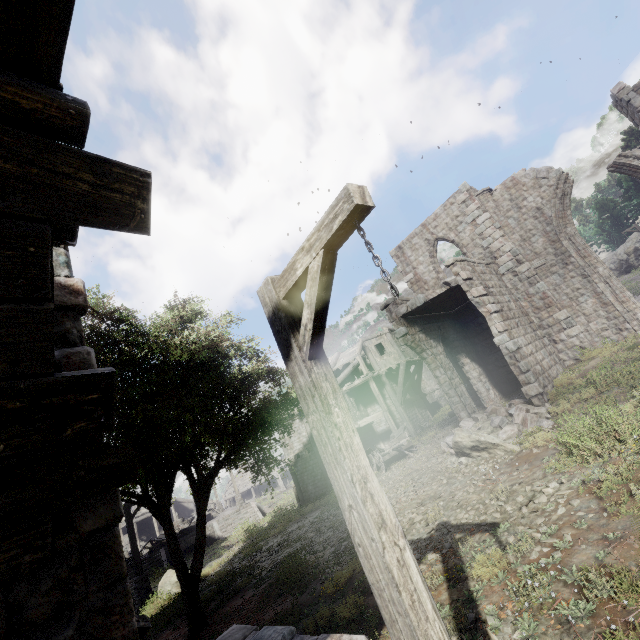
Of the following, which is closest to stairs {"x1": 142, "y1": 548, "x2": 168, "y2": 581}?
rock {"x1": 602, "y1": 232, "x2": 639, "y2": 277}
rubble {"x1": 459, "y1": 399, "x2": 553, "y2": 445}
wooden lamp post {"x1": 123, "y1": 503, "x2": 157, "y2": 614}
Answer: wooden lamp post {"x1": 123, "y1": 503, "x2": 157, "y2": 614}

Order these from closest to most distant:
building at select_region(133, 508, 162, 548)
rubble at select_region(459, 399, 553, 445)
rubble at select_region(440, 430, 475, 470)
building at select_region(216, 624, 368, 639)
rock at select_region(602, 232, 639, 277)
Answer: building at select_region(216, 624, 368, 639), rubble at select_region(459, 399, 553, 445), rubble at select_region(440, 430, 475, 470), building at select_region(133, 508, 162, 548), rock at select_region(602, 232, 639, 277)

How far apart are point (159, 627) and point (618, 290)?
22.7m

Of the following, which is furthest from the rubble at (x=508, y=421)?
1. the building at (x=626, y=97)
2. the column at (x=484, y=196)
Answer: the column at (x=484, y=196)

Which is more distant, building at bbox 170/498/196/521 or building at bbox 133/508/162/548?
building at bbox 170/498/196/521

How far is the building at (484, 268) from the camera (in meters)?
13.56

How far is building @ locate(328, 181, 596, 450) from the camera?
13.6m

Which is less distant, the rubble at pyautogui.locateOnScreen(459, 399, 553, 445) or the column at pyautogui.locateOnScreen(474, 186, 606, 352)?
the rubble at pyautogui.locateOnScreen(459, 399, 553, 445)
